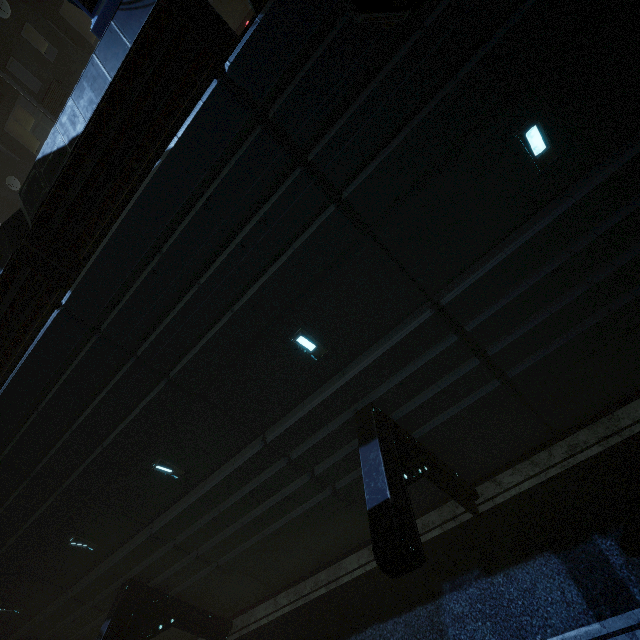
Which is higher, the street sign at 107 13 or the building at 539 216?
the street sign at 107 13

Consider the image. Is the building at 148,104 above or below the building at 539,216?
above

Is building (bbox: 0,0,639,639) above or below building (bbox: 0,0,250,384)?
below

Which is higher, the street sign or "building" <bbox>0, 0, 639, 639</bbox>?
the street sign

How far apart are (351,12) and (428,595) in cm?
1306
